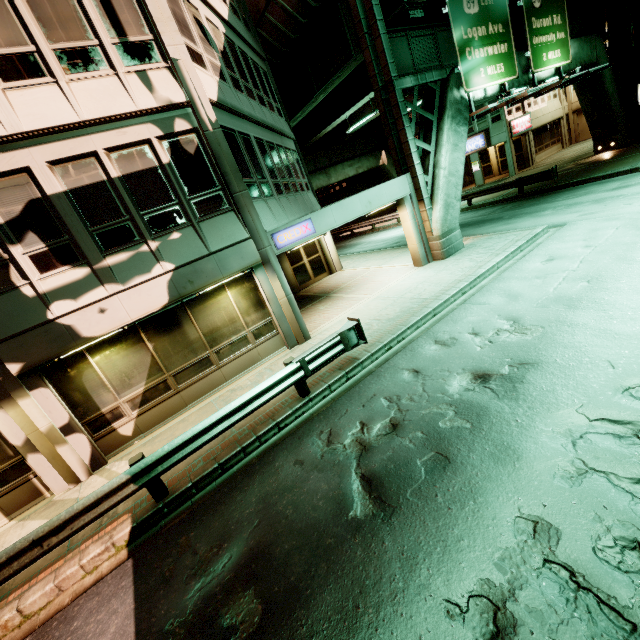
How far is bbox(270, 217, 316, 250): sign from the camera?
10.0m

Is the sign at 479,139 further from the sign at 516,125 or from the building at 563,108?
the sign at 516,125

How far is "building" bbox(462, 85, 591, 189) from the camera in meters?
28.4

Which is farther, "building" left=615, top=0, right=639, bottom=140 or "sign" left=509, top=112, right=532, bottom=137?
"sign" left=509, top=112, right=532, bottom=137

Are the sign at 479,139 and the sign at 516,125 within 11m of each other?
yes

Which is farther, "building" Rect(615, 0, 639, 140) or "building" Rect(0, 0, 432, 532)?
"building" Rect(615, 0, 639, 140)

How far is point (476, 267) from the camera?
11.23m

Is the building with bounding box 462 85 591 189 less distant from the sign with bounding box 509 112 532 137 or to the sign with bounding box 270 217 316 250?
the sign with bounding box 509 112 532 137
